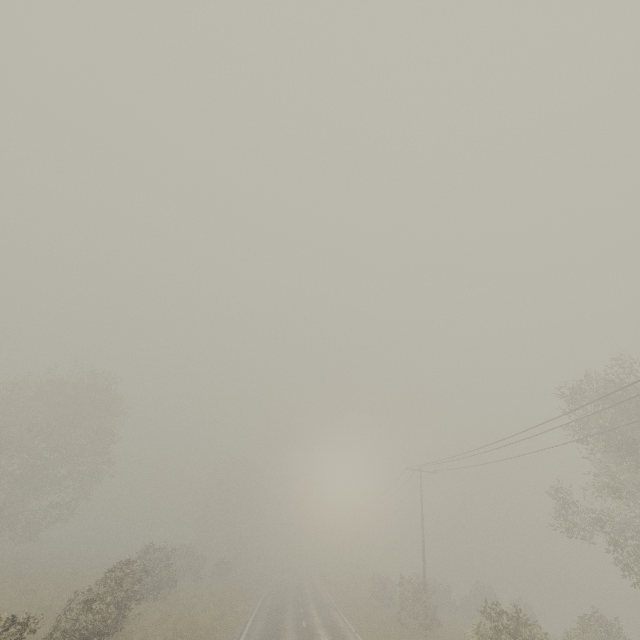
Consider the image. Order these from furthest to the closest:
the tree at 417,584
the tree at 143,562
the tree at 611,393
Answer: the tree at 611,393, the tree at 417,584, the tree at 143,562

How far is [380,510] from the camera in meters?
49.6 m

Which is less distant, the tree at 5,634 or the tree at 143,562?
the tree at 5,634

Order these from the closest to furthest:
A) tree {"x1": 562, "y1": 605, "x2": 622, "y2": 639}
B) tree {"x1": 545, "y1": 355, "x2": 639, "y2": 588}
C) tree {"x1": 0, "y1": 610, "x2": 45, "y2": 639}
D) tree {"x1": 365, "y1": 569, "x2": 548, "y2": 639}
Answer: tree {"x1": 0, "y1": 610, "x2": 45, "y2": 639} < tree {"x1": 365, "y1": 569, "x2": 548, "y2": 639} < tree {"x1": 545, "y1": 355, "x2": 639, "y2": 588} < tree {"x1": 562, "y1": 605, "x2": 622, "y2": 639}

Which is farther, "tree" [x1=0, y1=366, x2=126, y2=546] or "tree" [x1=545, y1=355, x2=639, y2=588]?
"tree" [x1=0, y1=366, x2=126, y2=546]

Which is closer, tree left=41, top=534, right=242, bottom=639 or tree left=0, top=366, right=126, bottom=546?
tree left=41, top=534, right=242, bottom=639
